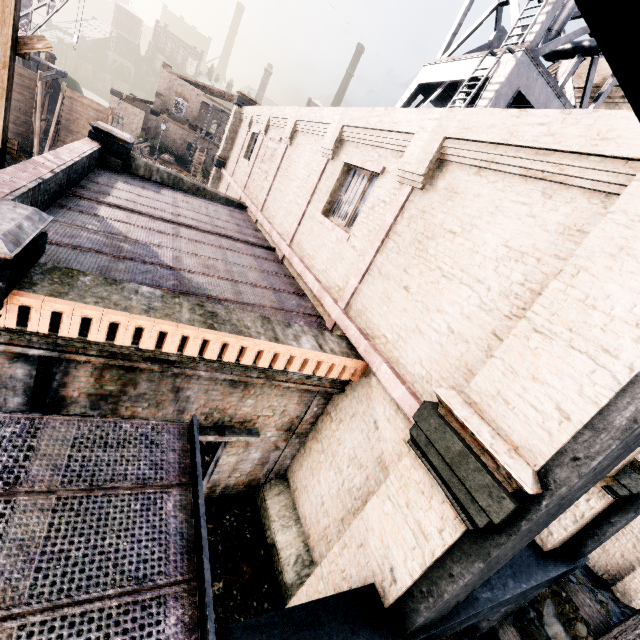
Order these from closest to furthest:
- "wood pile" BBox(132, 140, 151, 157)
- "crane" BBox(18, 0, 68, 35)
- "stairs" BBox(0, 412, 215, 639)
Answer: "stairs" BBox(0, 412, 215, 639) < "crane" BBox(18, 0, 68, 35) < "wood pile" BBox(132, 140, 151, 157)

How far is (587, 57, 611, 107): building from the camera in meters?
16.4

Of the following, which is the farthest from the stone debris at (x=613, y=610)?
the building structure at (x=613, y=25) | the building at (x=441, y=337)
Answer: the building structure at (x=613, y=25)

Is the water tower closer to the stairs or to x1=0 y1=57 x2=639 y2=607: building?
x1=0 y1=57 x2=639 y2=607: building

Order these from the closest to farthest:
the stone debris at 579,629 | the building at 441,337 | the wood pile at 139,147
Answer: the building at 441,337 < the stone debris at 579,629 < the wood pile at 139,147

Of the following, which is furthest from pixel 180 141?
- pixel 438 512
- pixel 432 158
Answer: pixel 438 512

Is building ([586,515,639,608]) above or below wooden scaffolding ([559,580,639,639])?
below

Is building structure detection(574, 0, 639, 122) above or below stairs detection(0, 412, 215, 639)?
above
